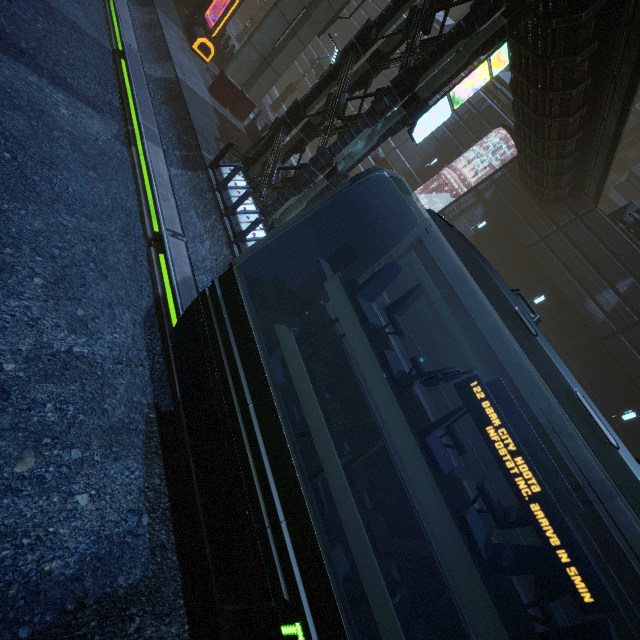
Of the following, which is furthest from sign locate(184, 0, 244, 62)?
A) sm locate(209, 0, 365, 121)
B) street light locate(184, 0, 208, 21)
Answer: sm locate(209, 0, 365, 121)

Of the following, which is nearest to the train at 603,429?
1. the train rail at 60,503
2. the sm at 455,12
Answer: the train rail at 60,503

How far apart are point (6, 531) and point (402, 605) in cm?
570

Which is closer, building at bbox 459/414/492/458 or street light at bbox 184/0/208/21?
building at bbox 459/414/492/458

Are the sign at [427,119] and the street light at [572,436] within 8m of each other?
no

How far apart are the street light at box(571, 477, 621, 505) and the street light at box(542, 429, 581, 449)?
6.67m

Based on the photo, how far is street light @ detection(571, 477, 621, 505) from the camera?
6.1m

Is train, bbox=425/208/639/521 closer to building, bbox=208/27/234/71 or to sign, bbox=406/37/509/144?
building, bbox=208/27/234/71
